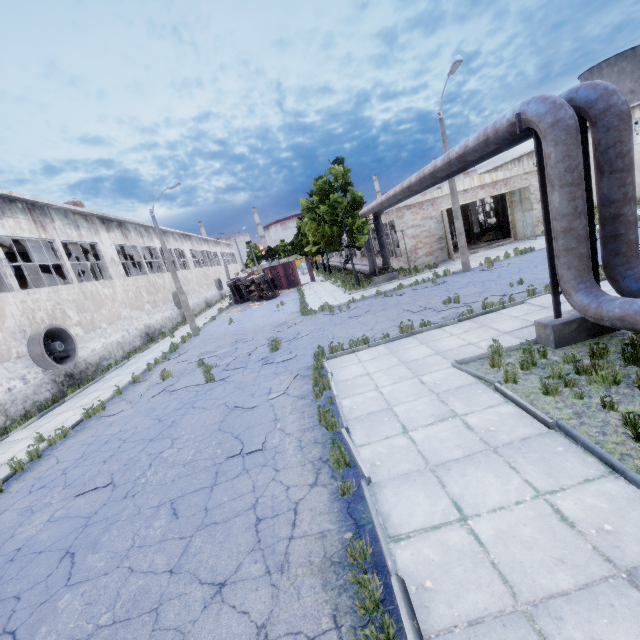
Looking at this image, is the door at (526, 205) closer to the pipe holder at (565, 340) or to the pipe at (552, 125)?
the pipe at (552, 125)

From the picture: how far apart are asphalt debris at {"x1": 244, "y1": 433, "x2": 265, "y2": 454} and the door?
24.8 meters

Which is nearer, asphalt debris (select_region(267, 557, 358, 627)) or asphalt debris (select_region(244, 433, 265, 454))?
asphalt debris (select_region(267, 557, 358, 627))

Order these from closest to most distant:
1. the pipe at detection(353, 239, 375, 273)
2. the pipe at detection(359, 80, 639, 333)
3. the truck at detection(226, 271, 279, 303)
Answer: the pipe at detection(359, 80, 639, 333)
the pipe at detection(353, 239, 375, 273)
the truck at detection(226, 271, 279, 303)

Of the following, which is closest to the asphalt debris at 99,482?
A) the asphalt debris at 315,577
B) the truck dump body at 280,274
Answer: the asphalt debris at 315,577

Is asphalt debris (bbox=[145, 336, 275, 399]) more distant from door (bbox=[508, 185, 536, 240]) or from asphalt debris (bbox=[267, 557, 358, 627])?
door (bbox=[508, 185, 536, 240])

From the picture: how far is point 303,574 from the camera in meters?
3.7 m

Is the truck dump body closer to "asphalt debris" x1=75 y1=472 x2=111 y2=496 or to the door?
the door
